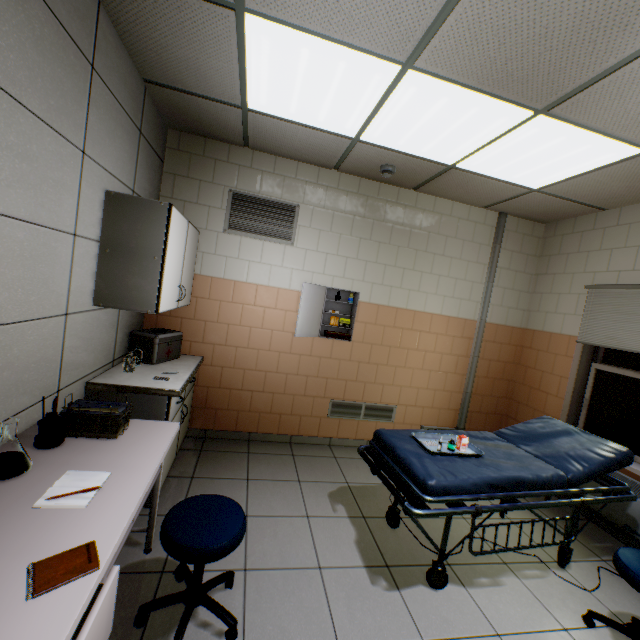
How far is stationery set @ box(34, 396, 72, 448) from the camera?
1.6m

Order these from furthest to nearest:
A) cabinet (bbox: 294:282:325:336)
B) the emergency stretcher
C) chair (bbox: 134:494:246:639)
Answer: cabinet (bbox: 294:282:325:336), the emergency stretcher, chair (bbox: 134:494:246:639)

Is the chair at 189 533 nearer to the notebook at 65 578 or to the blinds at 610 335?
the notebook at 65 578

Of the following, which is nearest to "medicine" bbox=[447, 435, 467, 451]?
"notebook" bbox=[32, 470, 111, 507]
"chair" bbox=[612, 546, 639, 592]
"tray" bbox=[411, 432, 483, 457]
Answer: "tray" bbox=[411, 432, 483, 457]

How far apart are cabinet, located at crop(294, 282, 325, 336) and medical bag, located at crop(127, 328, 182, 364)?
1.18m

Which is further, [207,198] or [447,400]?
[447,400]

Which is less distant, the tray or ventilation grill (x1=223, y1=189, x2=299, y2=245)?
the tray

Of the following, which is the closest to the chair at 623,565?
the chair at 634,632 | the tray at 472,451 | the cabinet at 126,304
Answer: the chair at 634,632
